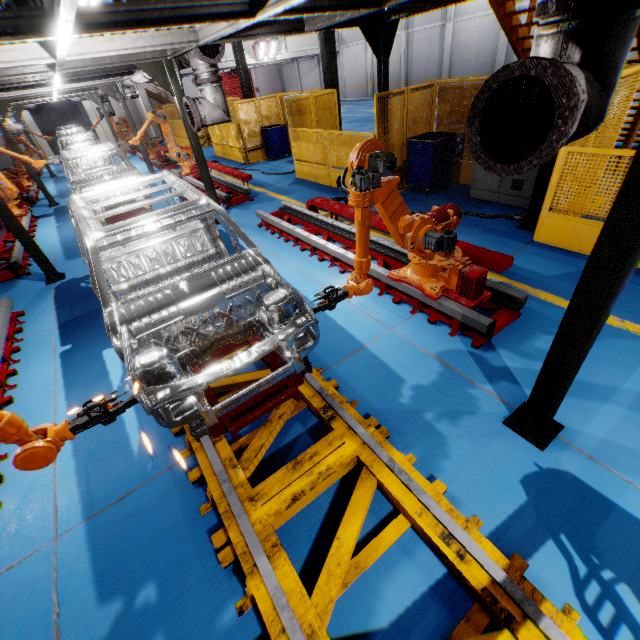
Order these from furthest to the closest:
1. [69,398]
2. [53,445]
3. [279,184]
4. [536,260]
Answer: [279,184]
[536,260]
[69,398]
[53,445]

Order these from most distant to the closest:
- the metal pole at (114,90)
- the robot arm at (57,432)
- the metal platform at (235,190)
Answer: the metal pole at (114,90)
the metal platform at (235,190)
the robot arm at (57,432)

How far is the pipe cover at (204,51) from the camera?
5.5 meters

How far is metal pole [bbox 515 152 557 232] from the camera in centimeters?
532cm

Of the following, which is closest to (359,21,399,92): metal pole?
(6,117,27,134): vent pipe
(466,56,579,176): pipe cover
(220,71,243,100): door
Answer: (466,56,579,176): pipe cover

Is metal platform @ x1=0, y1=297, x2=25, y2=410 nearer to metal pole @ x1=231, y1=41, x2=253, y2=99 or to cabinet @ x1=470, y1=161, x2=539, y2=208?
cabinet @ x1=470, y1=161, x2=539, y2=208

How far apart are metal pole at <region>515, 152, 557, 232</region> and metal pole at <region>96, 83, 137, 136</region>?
13.5m

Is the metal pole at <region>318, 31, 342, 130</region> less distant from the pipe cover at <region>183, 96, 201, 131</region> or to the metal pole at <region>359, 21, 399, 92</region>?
the metal pole at <region>359, 21, 399, 92</region>
